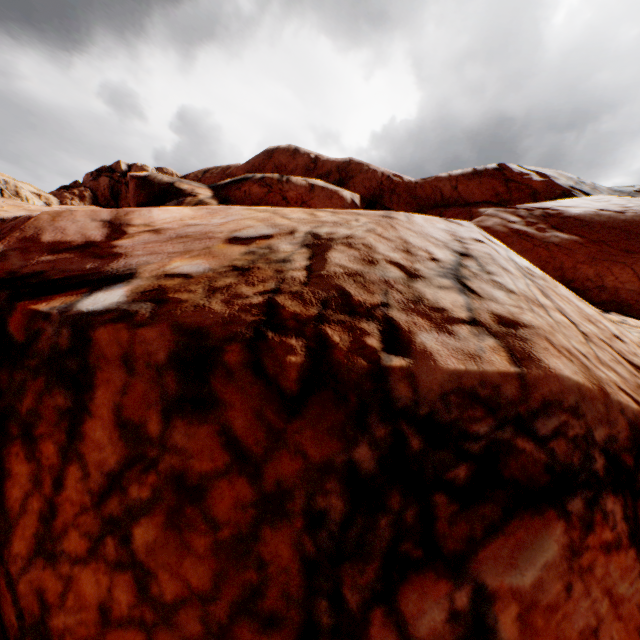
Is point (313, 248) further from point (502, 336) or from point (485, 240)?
point (485, 240)
